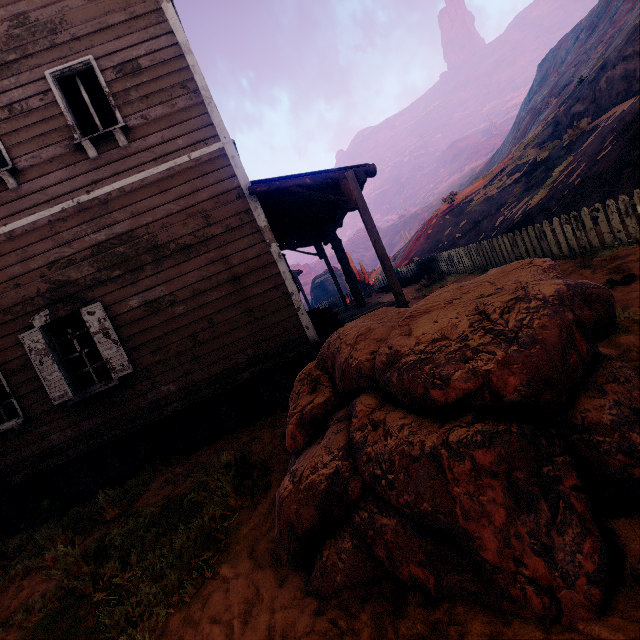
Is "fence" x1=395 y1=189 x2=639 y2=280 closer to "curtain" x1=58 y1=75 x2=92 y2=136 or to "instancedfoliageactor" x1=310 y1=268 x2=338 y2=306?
"curtain" x1=58 y1=75 x2=92 y2=136

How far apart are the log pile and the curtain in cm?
524

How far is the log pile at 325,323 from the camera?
6.65m

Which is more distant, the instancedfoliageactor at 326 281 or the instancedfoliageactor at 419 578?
the instancedfoliageactor at 326 281

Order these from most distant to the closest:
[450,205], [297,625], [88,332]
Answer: [450,205] → [88,332] → [297,625]

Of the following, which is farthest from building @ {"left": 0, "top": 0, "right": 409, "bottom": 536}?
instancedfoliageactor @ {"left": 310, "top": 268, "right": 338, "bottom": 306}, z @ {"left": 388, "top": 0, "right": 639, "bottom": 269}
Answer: instancedfoliageactor @ {"left": 310, "top": 268, "right": 338, "bottom": 306}

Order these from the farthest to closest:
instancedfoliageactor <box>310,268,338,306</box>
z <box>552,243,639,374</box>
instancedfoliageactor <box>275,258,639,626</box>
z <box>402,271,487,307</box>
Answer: instancedfoliageactor <box>310,268,338,306</box> < z <box>402,271,487,307</box> < z <box>552,243,639,374</box> < instancedfoliageactor <box>275,258,639,626</box>

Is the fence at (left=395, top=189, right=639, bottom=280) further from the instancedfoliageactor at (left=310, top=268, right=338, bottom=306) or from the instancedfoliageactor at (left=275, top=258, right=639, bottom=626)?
the instancedfoliageactor at (left=310, top=268, right=338, bottom=306)
